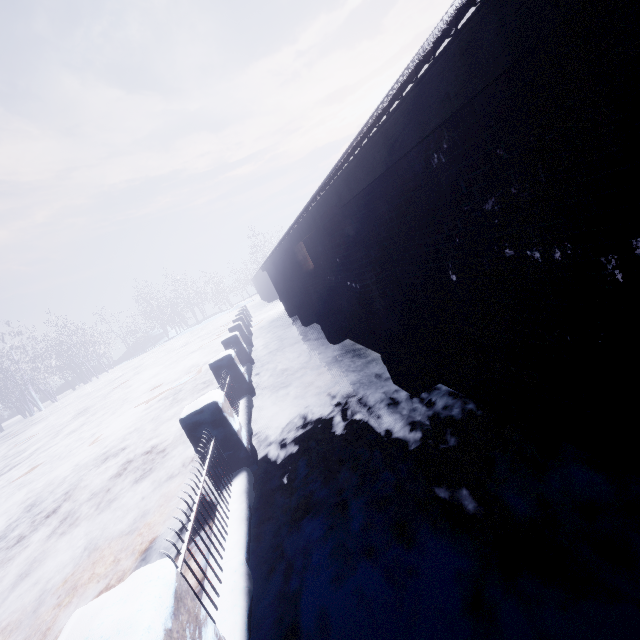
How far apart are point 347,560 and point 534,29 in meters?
2.7
